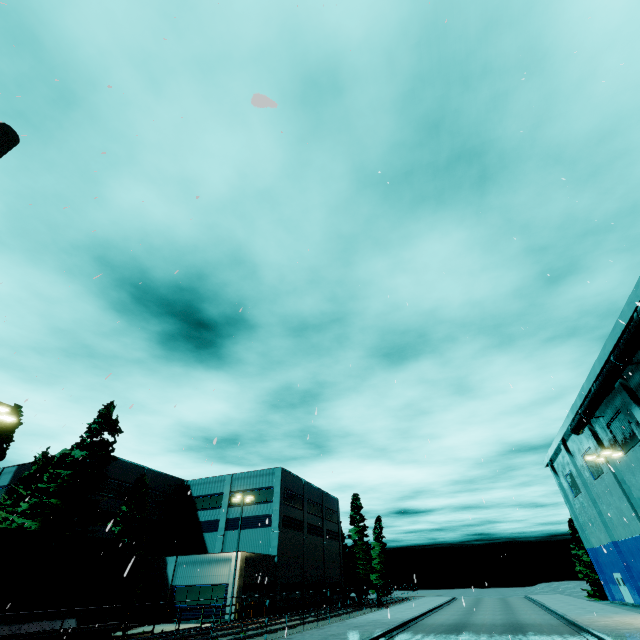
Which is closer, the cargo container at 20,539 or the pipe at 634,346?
the cargo container at 20,539

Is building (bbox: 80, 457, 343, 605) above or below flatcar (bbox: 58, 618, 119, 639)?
above

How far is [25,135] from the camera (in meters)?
5.41

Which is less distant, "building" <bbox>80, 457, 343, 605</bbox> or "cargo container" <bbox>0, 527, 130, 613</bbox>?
"cargo container" <bbox>0, 527, 130, 613</bbox>

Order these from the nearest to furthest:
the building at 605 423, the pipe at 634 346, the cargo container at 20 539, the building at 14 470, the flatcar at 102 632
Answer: the cargo container at 20 539
the flatcar at 102 632
the pipe at 634 346
the building at 605 423
the building at 14 470

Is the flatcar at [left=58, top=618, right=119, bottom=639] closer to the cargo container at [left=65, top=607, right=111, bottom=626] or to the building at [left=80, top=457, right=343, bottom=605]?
the cargo container at [left=65, top=607, right=111, bottom=626]

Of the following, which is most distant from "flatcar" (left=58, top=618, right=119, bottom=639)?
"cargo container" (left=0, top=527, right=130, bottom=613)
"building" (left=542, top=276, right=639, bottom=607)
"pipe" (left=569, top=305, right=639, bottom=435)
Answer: "building" (left=542, top=276, right=639, bottom=607)

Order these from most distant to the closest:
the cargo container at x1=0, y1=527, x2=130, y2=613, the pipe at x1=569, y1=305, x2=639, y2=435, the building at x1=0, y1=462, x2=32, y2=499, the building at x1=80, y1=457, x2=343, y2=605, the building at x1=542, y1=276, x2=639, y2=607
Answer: the building at x1=0, y1=462, x2=32, y2=499
the building at x1=80, y1=457, x2=343, y2=605
the building at x1=542, y1=276, x2=639, y2=607
the pipe at x1=569, y1=305, x2=639, y2=435
the cargo container at x1=0, y1=527, x2=130, y2=613
